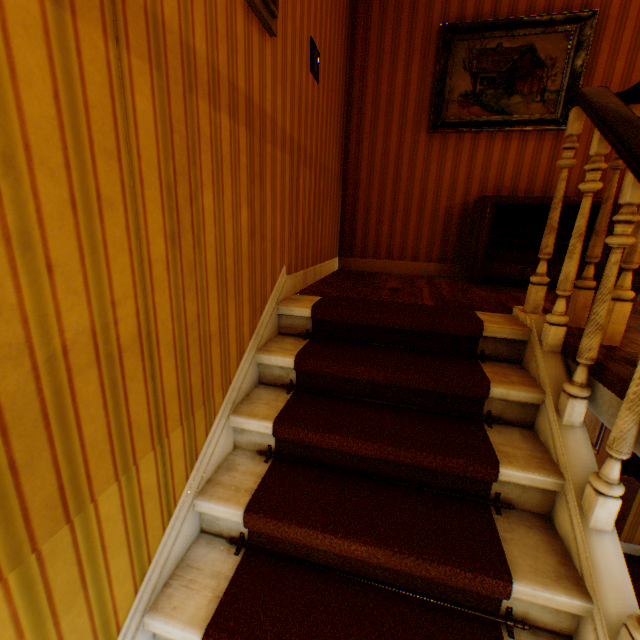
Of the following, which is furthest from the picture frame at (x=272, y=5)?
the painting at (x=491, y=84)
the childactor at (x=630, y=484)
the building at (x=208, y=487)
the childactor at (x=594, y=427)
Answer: the childactor at (x=594, y=427)

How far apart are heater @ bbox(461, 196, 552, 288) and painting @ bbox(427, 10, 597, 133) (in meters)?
0.82

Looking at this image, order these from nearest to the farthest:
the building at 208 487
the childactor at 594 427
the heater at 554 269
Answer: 1. the building at 208 487
2. the heater at 554 269
3. the childactor at 594 427

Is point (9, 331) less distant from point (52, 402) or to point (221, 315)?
point (52, 402)

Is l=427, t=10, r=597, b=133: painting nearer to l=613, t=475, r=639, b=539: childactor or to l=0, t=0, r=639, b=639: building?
l=0, t=0, r=639, b=639: building

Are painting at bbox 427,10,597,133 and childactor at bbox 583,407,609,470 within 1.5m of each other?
no

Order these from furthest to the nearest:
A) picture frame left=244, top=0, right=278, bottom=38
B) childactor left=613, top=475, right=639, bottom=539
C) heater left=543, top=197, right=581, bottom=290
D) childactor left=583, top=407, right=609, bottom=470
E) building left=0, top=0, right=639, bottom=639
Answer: childactor left=583, top=407, right=609, bottom=470 → heater left=543, top=197, right=581, bottom=290 → childactor left=613, top=475, right=639, bottom=539 → picture frame left=244, top=0, right=278, bottom=38 → building left=0, top=0, right=639, bottom=639

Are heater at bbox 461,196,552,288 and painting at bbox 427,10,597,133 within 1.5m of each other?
yes
